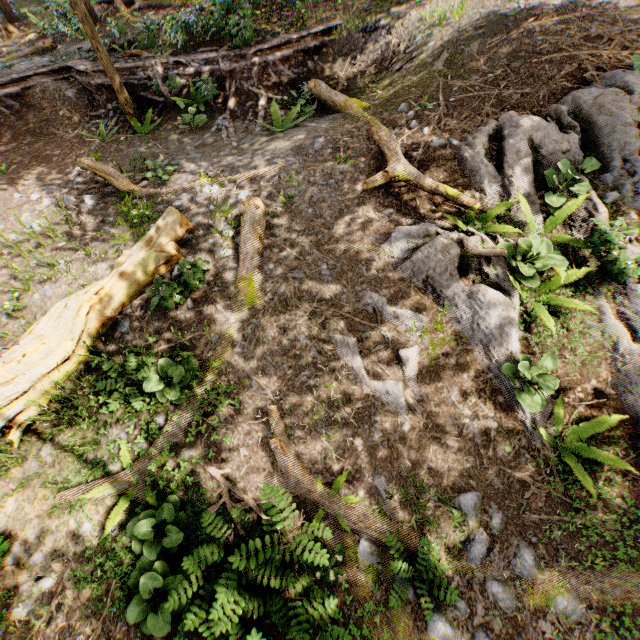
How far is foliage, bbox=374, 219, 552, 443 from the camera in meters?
5.4 m

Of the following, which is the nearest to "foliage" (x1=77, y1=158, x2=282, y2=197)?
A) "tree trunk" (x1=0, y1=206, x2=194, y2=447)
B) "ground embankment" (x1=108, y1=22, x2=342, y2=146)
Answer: "ground embankment" (x1=108, y1=22, x2=342, y2=146)

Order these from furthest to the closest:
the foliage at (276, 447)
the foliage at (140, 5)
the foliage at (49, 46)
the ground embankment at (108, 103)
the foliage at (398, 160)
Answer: the foliage at (140, 5) → the foliage at (49, 46) → the ground embankment at (108, 103) → the foliage at (398, 160) → the foliage at (276, 447)

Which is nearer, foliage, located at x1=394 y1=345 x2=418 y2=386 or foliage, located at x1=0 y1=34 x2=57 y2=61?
foliage, located at x1=394 y1=345 x2=418 y2=386

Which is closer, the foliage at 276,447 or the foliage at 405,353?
the foliage at 276,447

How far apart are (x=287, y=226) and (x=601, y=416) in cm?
681
